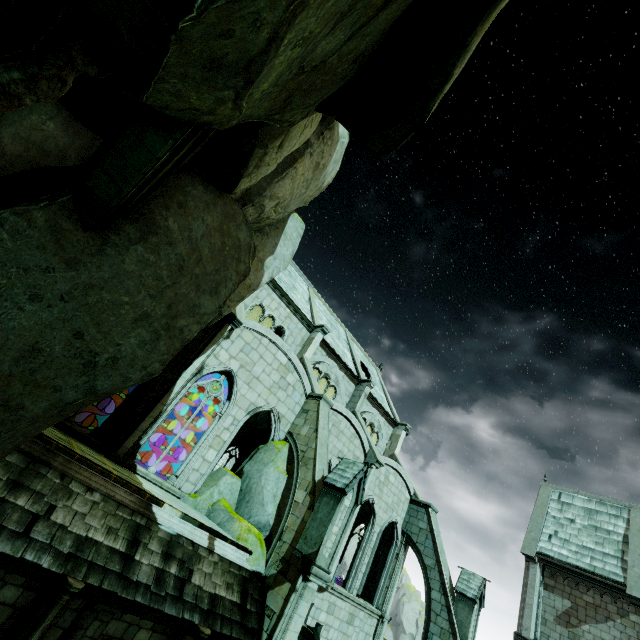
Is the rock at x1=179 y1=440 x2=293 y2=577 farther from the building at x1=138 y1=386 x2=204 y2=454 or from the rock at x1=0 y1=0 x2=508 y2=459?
the rock at x1=0 y1=0 x2=508 y2=459

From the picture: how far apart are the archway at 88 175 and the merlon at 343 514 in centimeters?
1007cm

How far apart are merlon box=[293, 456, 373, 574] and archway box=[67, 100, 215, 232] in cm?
1007

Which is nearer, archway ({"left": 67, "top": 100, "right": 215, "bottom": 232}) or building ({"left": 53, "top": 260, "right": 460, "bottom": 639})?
archway ({"left": 67, "top": 100, "right": 215, "bottom": 232})

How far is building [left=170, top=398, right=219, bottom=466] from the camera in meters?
26.9 m

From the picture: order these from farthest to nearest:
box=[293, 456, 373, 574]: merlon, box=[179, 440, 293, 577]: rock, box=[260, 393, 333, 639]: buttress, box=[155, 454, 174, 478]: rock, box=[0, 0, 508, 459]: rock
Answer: box=[155, 454, 174, 478]: rock < box=[179, 440, 293, 577]: rock < box=[293, 456, 373, 574]: merlon < box=[260, 393, 333, 639]: buttress < box=[0, 0, 508, 459]: rock

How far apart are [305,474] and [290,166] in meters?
11.0 m

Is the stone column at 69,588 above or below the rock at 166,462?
below
